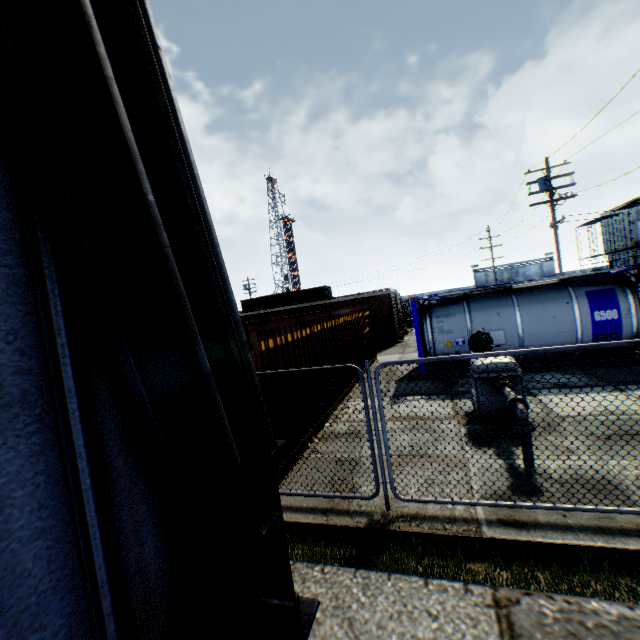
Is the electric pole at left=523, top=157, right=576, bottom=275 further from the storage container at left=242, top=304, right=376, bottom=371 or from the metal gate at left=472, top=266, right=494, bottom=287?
the metal gate at left=472, top=266, right=494, bottom=287

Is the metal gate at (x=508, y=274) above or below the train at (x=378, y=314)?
above

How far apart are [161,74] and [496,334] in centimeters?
1164cm

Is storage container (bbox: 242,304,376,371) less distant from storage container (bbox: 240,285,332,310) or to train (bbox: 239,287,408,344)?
train (bbox: 239,287,408,344)

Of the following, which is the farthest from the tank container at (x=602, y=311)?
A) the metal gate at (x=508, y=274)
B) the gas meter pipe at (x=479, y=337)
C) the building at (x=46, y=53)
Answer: the metal gate at (x=508, y=274)

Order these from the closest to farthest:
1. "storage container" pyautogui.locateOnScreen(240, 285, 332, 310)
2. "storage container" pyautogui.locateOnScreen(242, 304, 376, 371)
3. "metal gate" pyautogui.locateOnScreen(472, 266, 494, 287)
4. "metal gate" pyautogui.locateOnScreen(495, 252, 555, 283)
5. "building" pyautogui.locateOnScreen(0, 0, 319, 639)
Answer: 1. "building" pyautogui.locateOnScreen(0, 0, 319, 639)
2. "storage container" pyautogui.locateOnScreen(242, 304, 376, 371)
3. "storage container" pyautogui.locateOnScreen(240, 285, 332, 310)
4. "metal gate" pyautogui.locateOnScreen(495, 252, 555, 283)
5. "metal gate" pyautogui.locateOnScreen(472, 266, 494, 287)

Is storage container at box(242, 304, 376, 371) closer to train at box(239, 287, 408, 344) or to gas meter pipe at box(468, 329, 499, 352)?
gas meter pipe at box(468, 329, 499, 352)

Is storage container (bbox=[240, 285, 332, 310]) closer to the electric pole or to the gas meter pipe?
the electric pole
